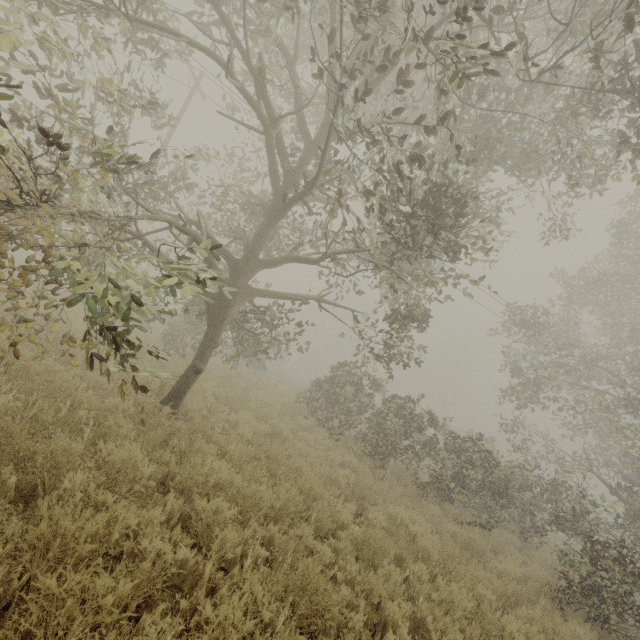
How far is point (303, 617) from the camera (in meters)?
3.63
